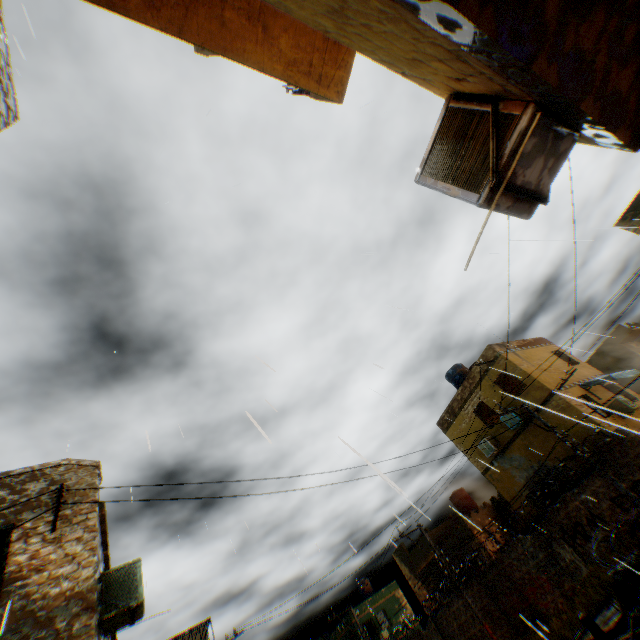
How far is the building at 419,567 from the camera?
26.2 meters

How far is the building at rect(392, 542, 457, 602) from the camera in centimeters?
2619cm

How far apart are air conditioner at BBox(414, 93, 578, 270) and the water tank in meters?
31.4

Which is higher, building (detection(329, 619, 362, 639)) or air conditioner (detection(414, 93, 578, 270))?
building (detection(329, 619, 362, 639))

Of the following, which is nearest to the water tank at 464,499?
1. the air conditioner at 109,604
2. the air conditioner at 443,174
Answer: the air conditioner at 109,604

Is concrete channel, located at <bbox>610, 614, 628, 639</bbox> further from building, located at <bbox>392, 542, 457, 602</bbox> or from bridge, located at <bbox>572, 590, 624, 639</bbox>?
building, located at <bbox>392, 542, 457, 602</bbox>

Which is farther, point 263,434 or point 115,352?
point 115,352

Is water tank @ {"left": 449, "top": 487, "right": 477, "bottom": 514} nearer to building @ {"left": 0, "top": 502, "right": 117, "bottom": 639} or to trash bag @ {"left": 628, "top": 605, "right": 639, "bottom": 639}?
building @ {"left": 0, "top": 502, "right": 117, "bottom": 639}
